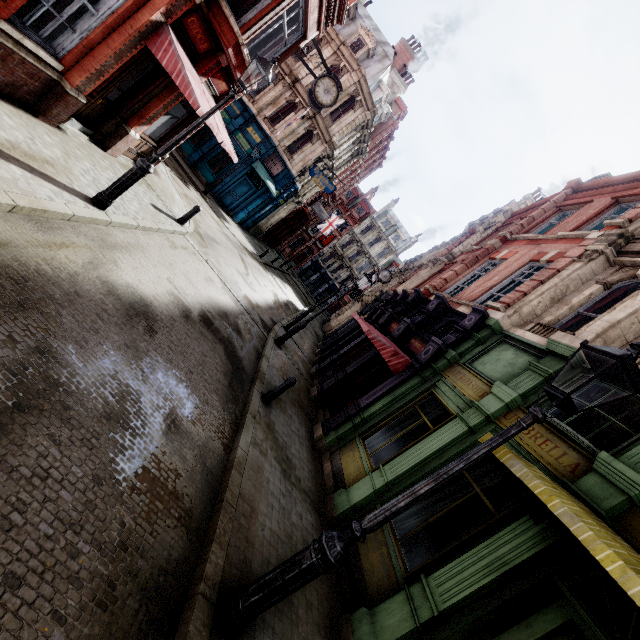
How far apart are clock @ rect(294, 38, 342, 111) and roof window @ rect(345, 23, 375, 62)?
14.5m

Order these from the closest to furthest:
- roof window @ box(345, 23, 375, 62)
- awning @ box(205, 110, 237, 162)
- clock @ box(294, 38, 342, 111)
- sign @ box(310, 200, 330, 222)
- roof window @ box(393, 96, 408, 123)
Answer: awning @ box(205, 110, 237, 162) < clock @ box(294, 38, 342, 111) < roof window @ box(345, 23, 375, 62) < sign @ box(310, 200, 330, 222) < roof window @ box(393, 96, 408, 123)

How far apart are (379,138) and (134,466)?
35.75m

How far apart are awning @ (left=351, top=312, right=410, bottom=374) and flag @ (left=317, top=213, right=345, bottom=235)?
29.8 meters

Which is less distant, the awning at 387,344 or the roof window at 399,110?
the awning at 387,344

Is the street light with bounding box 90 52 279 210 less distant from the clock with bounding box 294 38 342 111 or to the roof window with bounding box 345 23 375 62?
the clock with bounding box 294 38 342 111

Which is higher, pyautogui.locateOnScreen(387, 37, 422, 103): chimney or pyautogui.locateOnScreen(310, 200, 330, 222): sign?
pyautogui.locateOnScreen(387, 37, 422, 103): chimney

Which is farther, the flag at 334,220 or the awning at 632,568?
the flag at 334,220
